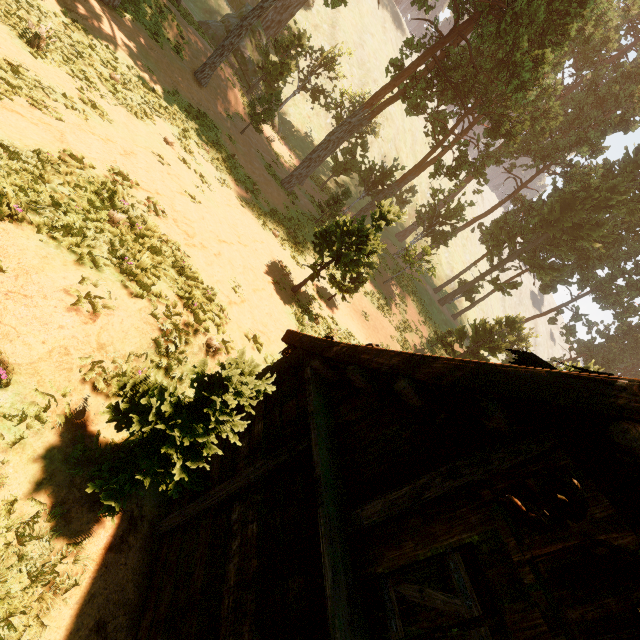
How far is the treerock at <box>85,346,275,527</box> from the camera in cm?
421

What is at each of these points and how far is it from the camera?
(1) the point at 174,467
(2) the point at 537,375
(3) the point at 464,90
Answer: (1) treerock, 4.56m
(2) building, 2.91m
(3) treerock, 24.00m

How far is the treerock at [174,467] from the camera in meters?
4.2

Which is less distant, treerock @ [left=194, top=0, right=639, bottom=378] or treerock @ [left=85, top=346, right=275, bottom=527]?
treerock @ [left=85, top=346, right=275, bottom=527]

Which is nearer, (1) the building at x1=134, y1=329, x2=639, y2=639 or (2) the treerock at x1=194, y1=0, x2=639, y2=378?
(1) the building at x1=134, y1=329, x2=639, y2=639

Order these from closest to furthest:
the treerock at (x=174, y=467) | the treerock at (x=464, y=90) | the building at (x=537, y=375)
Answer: the building at (x=537, y=375), the treerock at (x=174, y=467), the treerock at (x=464, y=90)

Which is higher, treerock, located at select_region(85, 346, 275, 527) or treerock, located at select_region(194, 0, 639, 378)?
treerock, located at select_region(194, 0, 639, 378)
